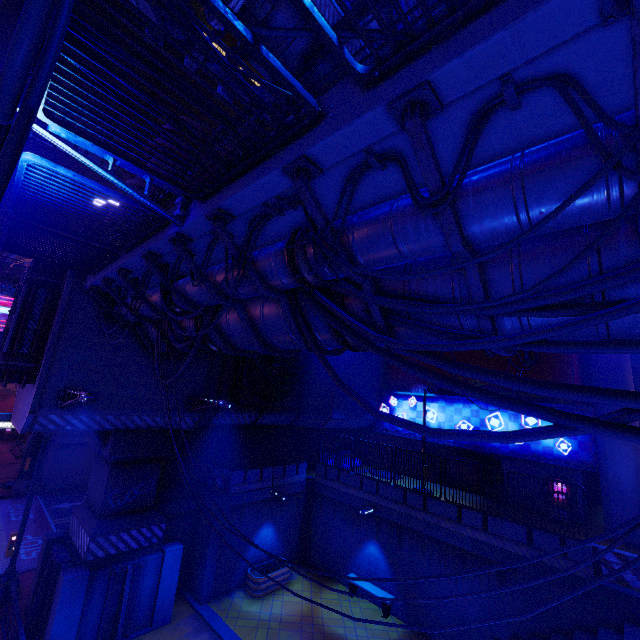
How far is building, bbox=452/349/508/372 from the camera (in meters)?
19.95

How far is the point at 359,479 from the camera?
16.91m

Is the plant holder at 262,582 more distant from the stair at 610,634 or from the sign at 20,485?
the sign at 20,485

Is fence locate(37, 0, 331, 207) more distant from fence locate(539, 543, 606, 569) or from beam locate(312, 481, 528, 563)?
beam locate(312, 481, 528, 563)

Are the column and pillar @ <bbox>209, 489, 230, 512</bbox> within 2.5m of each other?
yes

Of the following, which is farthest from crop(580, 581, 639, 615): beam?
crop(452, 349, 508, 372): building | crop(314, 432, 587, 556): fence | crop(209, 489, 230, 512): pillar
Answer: crop(209, 489, 230, 512): pillar

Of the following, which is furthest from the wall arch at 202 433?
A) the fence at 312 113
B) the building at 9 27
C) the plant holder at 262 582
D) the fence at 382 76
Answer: the building at 9 27

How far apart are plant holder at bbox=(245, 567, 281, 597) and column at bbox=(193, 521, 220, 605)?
1.5m
